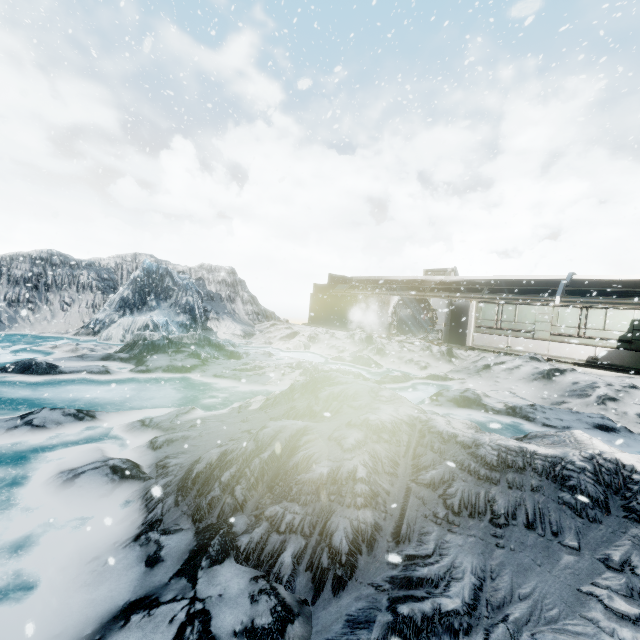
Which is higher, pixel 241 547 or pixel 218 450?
pixel 218 450
